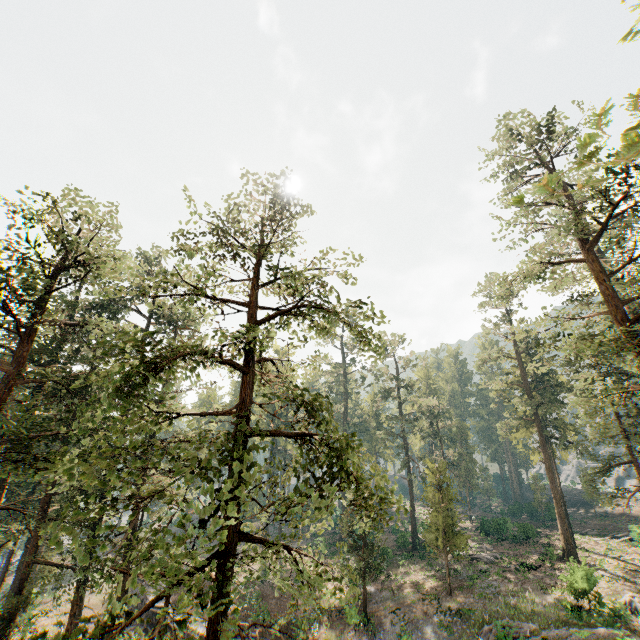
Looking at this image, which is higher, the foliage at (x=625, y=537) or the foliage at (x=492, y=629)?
the foliage at (x=625, y=537)

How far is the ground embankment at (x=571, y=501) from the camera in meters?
55.7

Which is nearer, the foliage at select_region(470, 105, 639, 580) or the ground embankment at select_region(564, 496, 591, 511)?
the foliage at select_region(470, 105, 639, 580)

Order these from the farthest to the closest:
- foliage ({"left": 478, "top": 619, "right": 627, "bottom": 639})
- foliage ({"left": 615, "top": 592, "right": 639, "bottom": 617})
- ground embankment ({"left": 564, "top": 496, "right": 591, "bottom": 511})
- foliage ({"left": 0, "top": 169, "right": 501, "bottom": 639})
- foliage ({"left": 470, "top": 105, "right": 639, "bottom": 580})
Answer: ground embankment ({"left": 564, "top": 496, "right": 591, "bottom": 511}) < foliage ({"left": 615, "top": 592, "right": 639, "bottom": 617}) < foliage ({"left": 478, "top": 619, "right": 627, "bottom": 639}) < foliage ({"left": 470, "top": 105, "right": 639, "bottom": 580}) < foliage ({"left": 0, "top": 169, "right": 501, "bottom": 639})

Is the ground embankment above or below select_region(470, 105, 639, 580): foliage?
below

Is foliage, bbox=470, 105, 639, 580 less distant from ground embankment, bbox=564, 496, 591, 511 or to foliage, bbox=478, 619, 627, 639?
foliage, bbox=478, 619, 627, 639

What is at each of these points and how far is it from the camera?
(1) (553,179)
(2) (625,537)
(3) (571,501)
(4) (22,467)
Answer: (1) foliage, 3.5 meters
(2) foliage, 38.2 meters
(3) ground embankment, 57.9 meters
(4) foliage, 13.3 meters
